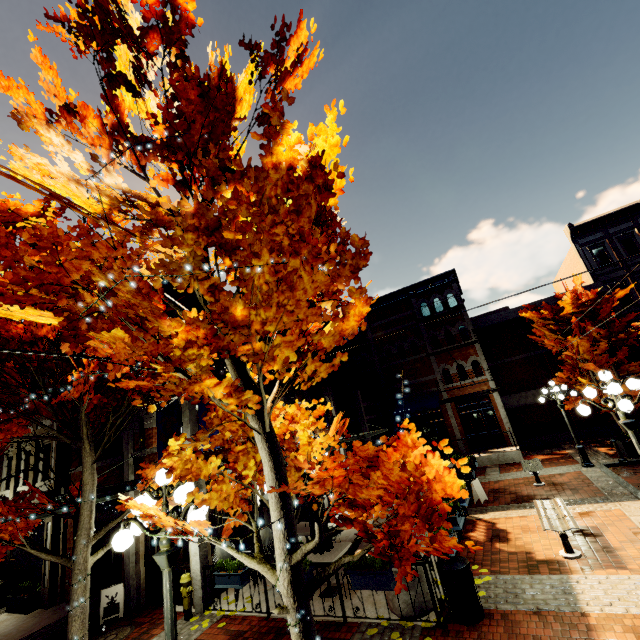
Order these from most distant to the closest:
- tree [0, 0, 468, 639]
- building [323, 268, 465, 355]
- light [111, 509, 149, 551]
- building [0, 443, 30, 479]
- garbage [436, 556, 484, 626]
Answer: building [323, 268, 465, 355], building [0, 443, 30, 479], garbage [436, 556, 484, 626], light [111, 509, 149, 551], tree [0, 0, 468, 639]

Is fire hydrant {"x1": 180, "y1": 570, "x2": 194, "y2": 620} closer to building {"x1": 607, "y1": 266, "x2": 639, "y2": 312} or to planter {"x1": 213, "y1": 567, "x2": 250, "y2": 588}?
planter {"x1": 213, "y1": 567, "x2": 250, "y2": 588}

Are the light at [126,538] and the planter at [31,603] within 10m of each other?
no

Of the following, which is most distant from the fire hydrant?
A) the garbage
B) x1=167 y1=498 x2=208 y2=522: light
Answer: the garbage

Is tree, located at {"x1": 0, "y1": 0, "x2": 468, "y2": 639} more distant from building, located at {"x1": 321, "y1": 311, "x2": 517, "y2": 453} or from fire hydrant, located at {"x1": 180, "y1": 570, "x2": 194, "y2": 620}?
building, located at {"x1": 321, "y1": 311, "x2": 517, "y2": 453}

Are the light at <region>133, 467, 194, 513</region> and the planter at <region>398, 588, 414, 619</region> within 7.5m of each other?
yes

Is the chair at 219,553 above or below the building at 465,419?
below

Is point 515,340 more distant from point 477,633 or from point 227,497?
point 227,497
